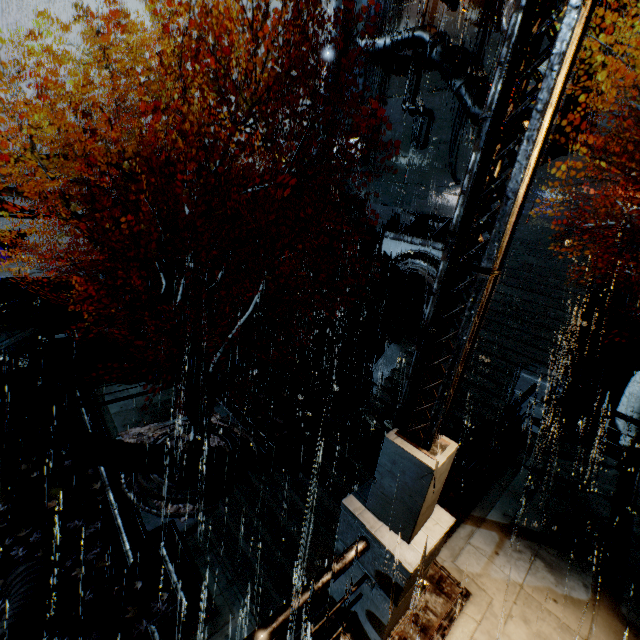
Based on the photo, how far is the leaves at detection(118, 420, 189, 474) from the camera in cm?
1160

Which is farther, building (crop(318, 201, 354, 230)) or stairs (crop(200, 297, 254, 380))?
building (crop(318, 201, 354, 230))

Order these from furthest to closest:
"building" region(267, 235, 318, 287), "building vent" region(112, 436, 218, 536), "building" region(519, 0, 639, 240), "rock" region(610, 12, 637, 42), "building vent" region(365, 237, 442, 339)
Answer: "rock" region(610, 12, 637, 42)
"building" region(267, 235, 318, 287)
"building vent" region(365, 237, 442, 339)
"building" region(519, 0, 639, 240)
"building vent" region(112, 436, 218, 536)

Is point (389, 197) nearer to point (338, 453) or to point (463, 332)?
point (338, 453)

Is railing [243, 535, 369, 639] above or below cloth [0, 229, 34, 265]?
above

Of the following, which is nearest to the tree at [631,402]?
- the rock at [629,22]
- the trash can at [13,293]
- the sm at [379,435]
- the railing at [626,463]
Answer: the railing at [626,463]

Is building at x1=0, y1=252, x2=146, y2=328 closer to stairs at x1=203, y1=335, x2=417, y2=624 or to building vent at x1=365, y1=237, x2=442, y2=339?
stairs at x1=203, y1=335, x2=417, y2=624

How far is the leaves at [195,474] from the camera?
11.0m
